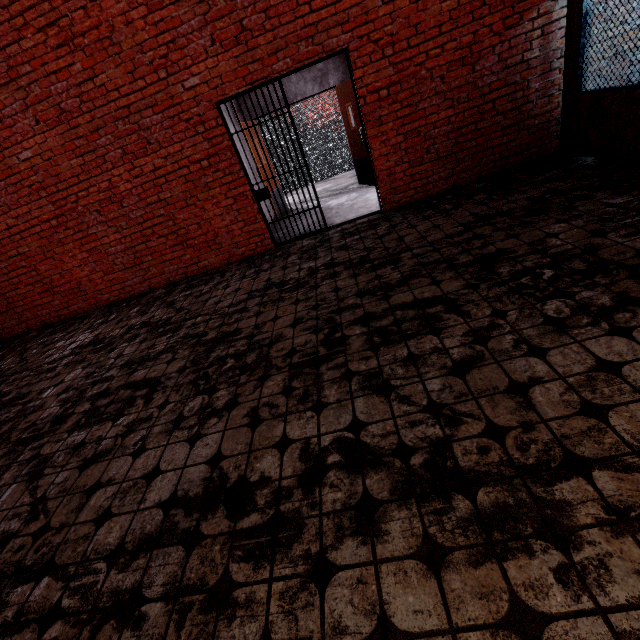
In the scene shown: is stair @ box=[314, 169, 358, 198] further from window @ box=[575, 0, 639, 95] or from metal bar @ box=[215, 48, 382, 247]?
window @ box=[575, 0, 639, 95]

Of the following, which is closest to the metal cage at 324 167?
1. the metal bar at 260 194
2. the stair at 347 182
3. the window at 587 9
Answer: the stair at 347 182

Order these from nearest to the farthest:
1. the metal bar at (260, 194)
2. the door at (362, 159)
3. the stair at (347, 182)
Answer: the metal bar at (260, 194)
the door at (362, 159)
the stair at (347, 182)

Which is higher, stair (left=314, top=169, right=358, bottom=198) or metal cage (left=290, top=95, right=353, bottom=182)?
metal cage (left=290, top=95, right=353, bottom=182)

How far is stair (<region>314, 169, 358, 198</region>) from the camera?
8.7m

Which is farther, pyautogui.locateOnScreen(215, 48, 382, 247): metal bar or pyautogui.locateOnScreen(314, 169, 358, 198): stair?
pyautogui.locateOnScreen(314, 169, 358, 198): stair

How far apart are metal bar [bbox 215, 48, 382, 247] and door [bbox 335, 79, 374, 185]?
2.1m

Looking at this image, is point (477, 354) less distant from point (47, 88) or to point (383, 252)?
point (383, 252)
